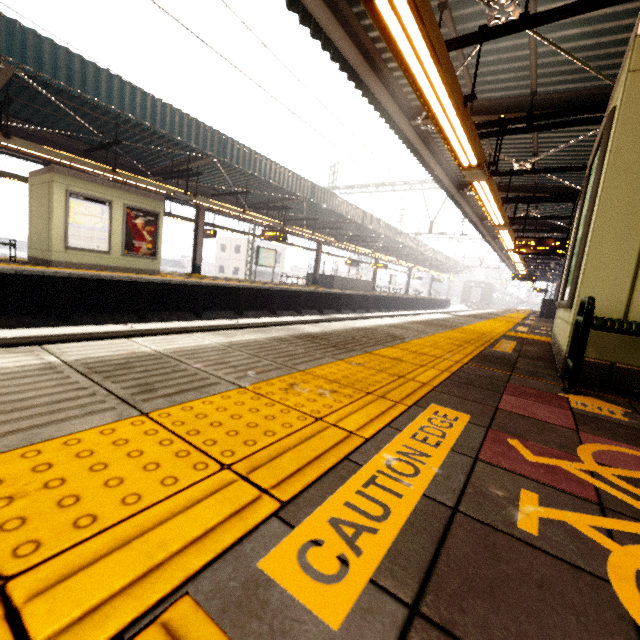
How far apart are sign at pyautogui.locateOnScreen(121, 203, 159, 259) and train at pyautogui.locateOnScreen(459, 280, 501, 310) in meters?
45.9 m

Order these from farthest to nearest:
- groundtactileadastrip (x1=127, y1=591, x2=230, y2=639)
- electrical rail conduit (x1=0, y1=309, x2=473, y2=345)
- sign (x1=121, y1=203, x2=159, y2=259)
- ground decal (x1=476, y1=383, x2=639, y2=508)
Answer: sign (x1=121, y1=203, x2=159, y2=259) < electrical rail conduit (x1=0, y1=309, x2=473, y2=345) < ground decal (x1=476, y1=383, x2=639, y2=508) < groundtactileadastrip (x1=127, y1=591, x2=230, y2=639)

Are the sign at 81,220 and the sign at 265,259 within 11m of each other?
yes

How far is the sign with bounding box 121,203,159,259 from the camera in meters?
11.3

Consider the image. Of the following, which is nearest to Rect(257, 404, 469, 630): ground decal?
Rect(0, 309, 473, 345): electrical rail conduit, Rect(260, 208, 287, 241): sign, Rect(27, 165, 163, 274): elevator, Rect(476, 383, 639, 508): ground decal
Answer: Rect(476, 383, 639, 508): ground decal

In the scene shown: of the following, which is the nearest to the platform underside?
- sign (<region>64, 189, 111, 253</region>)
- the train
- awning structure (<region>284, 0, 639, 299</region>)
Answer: sign (<region>64, 189, 111, 253</region>)

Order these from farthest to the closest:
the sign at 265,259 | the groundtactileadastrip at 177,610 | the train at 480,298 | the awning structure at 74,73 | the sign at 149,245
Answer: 1. the train at 480,298
2. the sign at 265,259
3. the sign at 149,245
4. the awning structure at 74,73
5. the groundtactileadastrip at 177,610

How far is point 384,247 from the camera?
25.4m
